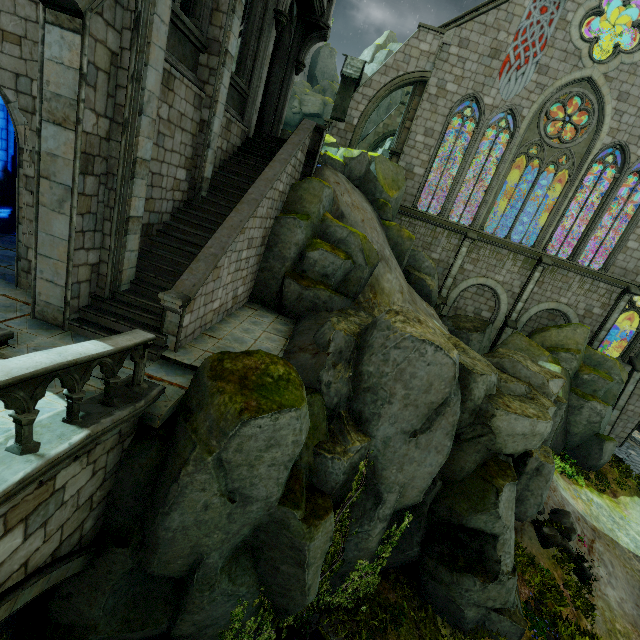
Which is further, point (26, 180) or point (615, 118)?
point (615, 118)

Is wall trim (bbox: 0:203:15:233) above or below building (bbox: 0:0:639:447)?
below

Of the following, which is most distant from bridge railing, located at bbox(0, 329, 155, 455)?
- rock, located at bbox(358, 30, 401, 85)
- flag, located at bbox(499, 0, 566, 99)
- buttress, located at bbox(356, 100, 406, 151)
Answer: buttress, located at bbox(356, 100, 406, 151)

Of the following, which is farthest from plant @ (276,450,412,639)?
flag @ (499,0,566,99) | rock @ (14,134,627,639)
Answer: flag @ (499,0,566,99)

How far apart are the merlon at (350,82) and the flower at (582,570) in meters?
24.0

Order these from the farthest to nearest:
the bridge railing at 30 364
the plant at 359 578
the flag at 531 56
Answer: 1. the flag at 531 56
2. the plant at 359 578
3. the bridge railing at 30 364

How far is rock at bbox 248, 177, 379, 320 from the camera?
11.96m

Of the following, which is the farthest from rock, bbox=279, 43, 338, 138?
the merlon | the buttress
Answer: the buttress
